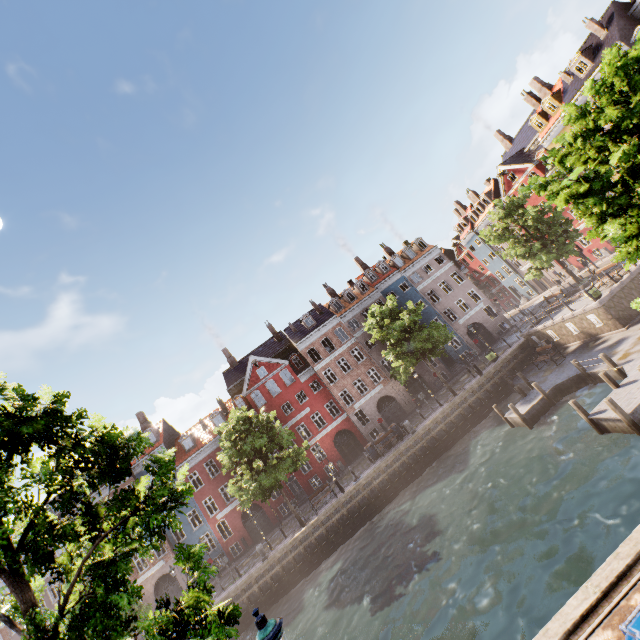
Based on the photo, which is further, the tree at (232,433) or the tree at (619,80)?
the tree at (232,433)

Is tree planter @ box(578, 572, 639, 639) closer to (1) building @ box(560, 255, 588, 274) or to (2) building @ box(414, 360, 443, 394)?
(2) building @ box(414, 360, 443, 394)

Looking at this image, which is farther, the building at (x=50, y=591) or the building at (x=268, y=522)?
the building at (x=268, y=522)

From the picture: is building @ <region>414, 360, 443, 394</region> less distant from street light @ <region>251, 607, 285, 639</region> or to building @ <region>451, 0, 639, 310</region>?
street light @ <region>251, 607, 285, 639</region>

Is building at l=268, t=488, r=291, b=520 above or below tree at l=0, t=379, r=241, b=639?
below

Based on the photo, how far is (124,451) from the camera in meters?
6.5 m

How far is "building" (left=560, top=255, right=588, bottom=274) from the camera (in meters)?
38.84
